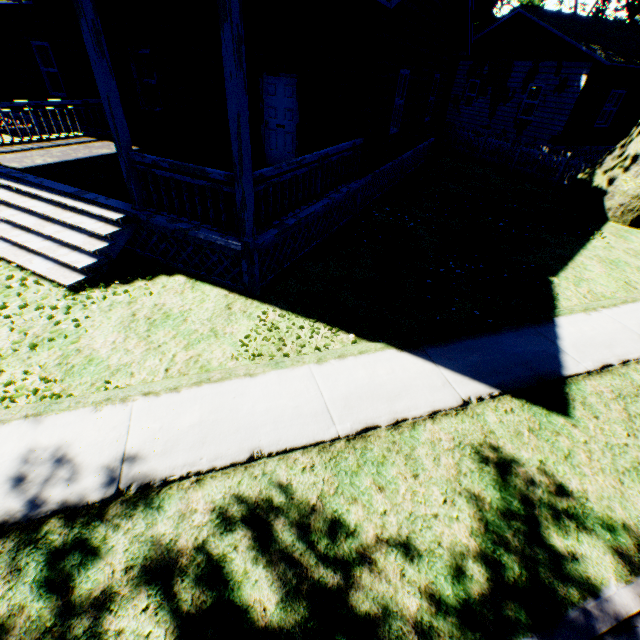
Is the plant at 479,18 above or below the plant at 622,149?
above

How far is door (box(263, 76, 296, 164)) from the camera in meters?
8.5 m

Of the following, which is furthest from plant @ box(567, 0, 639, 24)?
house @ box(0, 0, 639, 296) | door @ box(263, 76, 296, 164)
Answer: door @ box(263, 76, 296, 164)

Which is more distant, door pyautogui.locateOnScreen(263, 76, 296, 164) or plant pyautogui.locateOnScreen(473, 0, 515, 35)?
plant pyautogui.locateOnScreen(473, 0, 515, 35)

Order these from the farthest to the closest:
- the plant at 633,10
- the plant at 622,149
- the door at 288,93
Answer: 1. the plant at 633,10
2. the plant at 622,149
3. the door at 288,93

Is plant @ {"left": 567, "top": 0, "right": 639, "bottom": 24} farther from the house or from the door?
the door

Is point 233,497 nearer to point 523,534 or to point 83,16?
point 523,534
